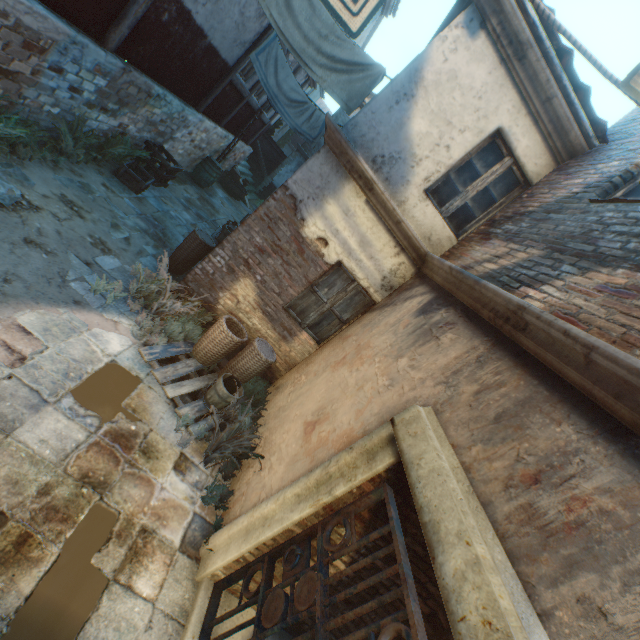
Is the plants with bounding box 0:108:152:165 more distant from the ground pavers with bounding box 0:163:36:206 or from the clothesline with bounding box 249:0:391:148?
the clothesline with bounding box 249:0:391:148

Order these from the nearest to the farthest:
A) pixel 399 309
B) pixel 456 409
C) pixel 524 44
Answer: pixel 456 409 → pixel 524 44 → pixel 399 309

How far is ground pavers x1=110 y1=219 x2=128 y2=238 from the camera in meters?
5.7

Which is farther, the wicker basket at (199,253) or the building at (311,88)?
the building at (311,88)

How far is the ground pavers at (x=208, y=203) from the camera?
6.33m

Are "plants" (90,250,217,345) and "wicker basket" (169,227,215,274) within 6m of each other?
yes

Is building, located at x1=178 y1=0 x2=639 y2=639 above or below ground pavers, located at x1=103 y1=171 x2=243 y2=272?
above

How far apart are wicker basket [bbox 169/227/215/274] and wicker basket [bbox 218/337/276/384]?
2.2m
